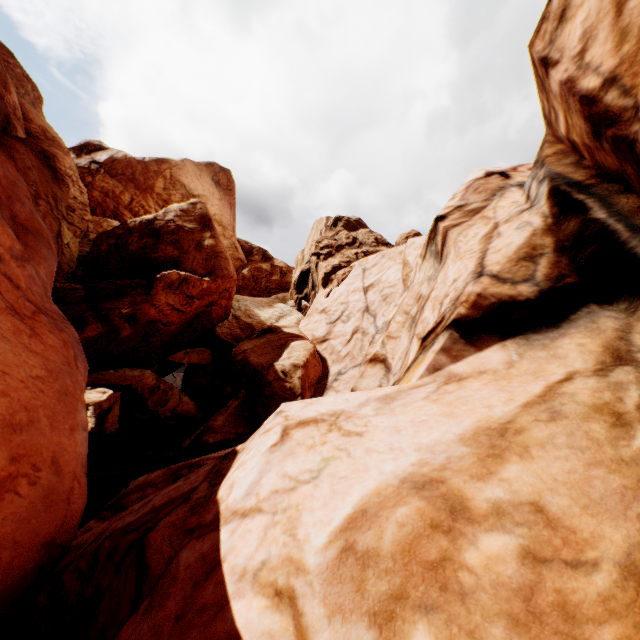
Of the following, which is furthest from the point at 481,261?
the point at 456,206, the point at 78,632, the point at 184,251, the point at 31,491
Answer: the point at 184,251
